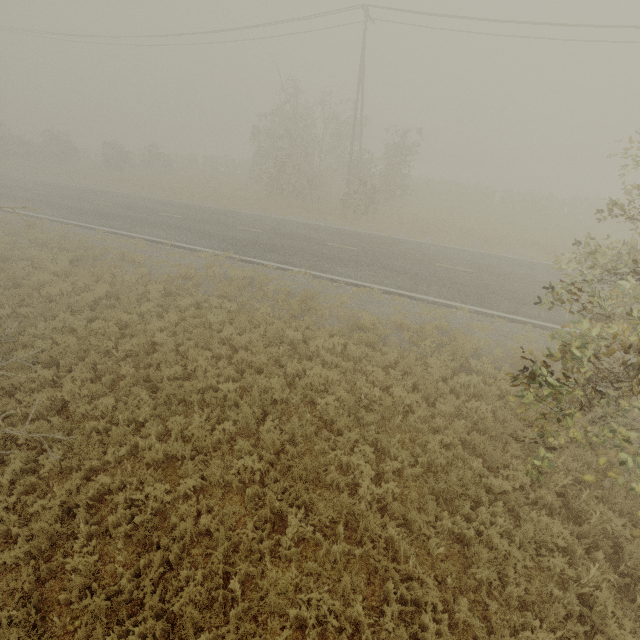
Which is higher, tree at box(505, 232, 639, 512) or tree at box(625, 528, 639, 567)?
tree at box(505, 232, 639, 512)

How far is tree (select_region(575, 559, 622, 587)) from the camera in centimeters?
507cm

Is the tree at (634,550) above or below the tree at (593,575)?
below

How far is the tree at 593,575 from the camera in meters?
5.1

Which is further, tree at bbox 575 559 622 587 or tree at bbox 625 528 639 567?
tree at bbox 575 559 622 587

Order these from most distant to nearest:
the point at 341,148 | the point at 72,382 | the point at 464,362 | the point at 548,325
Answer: the point at 341,148 → the point at 548,325 → the point at 464,362 → the point at 72,382
